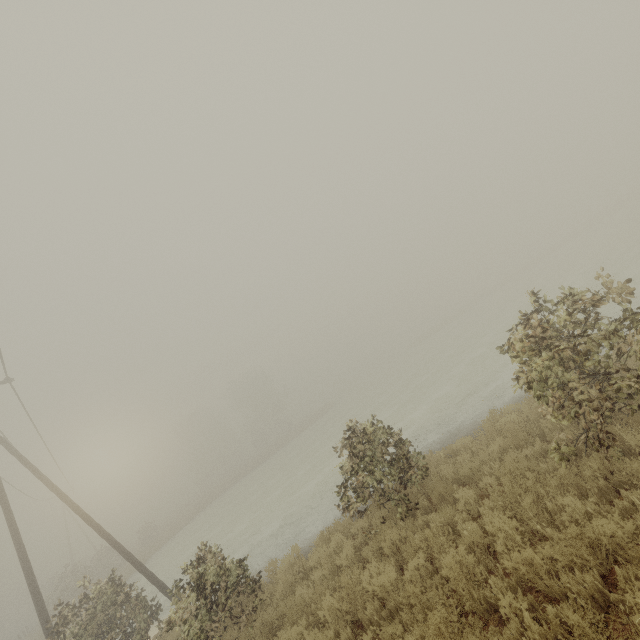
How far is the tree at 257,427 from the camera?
56.1 meters

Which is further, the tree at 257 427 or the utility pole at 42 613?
the tree at 257 427

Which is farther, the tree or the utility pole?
the tree

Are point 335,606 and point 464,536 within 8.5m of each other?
yes

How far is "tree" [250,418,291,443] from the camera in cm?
5611
